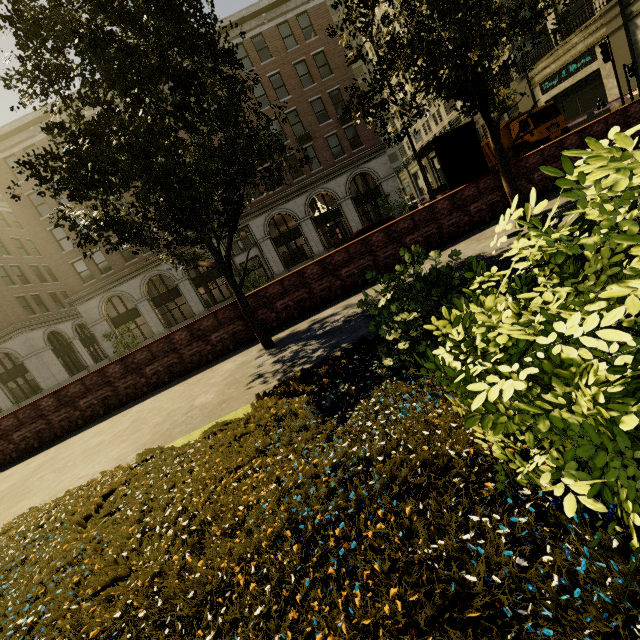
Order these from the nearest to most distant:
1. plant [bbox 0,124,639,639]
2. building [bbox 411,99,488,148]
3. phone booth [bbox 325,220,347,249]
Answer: plant [bbox 0,124,639,639]
phone booth [bbox 325,220,347,249]
building [bbox 411,99,488,148]

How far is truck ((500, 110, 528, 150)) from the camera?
21.8 meters

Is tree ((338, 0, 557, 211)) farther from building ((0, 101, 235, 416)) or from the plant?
building ((0, 101, 235, 416))

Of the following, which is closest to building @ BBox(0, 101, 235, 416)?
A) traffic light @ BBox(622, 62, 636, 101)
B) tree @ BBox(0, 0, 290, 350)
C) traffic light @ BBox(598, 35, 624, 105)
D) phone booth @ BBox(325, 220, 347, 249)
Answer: phone booth @ BBox(325, 220, 347, 249)

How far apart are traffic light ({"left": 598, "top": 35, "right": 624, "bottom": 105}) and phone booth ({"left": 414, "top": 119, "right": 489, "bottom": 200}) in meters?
10.1

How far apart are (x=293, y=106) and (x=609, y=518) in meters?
31.6 m

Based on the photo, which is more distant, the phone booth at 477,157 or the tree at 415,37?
the phone booth at 477,157

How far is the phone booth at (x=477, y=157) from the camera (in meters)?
8.81
